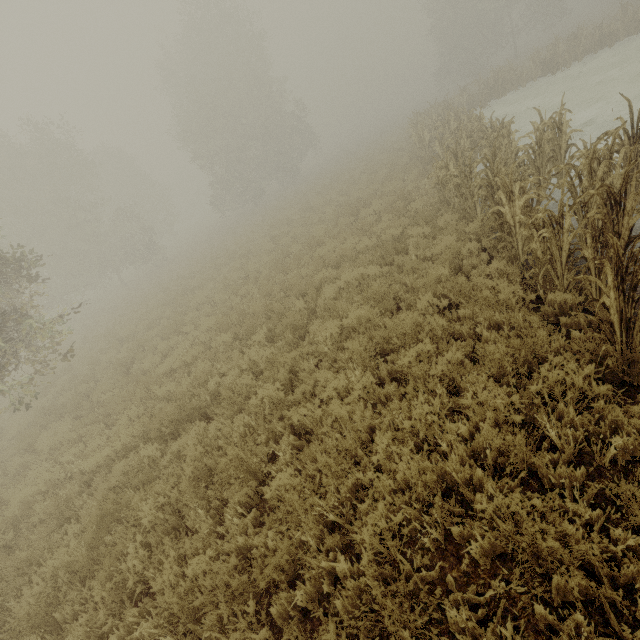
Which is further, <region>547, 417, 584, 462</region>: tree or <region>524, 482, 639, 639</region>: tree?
<region>547, 417, 584, 462</region>: tree

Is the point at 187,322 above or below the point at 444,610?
above

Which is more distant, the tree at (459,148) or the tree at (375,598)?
the tree at (459,148)

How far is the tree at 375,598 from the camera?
2.5m

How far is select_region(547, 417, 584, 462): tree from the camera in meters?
3.1
